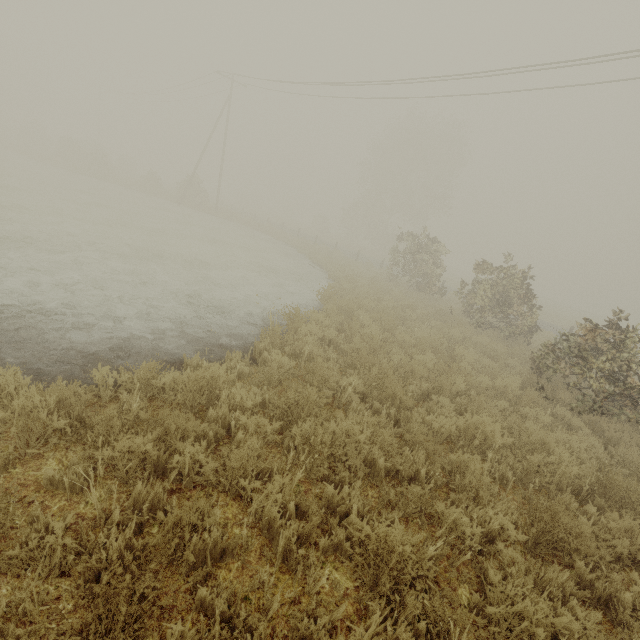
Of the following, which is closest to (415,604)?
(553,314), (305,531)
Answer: (305,531)
